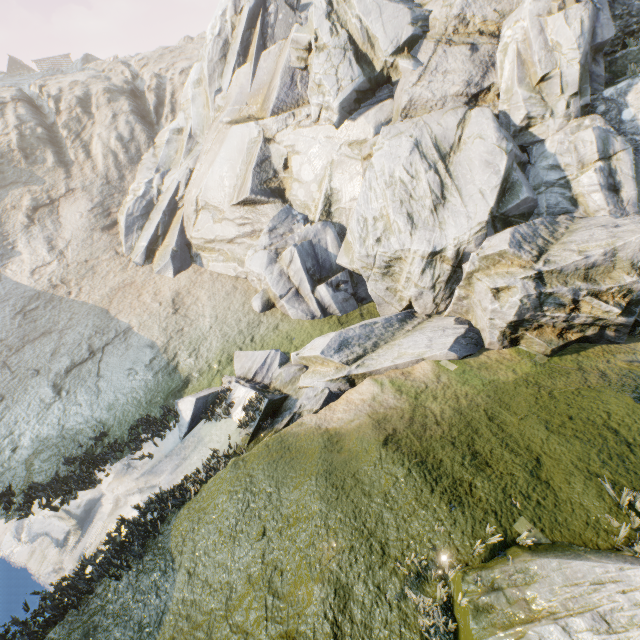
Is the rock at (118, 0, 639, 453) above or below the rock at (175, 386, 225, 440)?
above

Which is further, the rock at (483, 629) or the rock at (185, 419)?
the rock at (185, 419)

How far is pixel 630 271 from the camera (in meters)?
6.35

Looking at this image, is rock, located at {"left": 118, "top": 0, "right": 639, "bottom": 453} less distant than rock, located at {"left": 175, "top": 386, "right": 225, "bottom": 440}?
Yes

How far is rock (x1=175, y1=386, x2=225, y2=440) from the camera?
9.00m

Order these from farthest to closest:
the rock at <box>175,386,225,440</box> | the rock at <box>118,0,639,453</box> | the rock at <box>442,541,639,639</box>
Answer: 1. the rock at <box>175,386,225,440</box>
2. the rock at <box>118,0,639,453</box>
3. the rock at <box>442,541,639,639</box>
